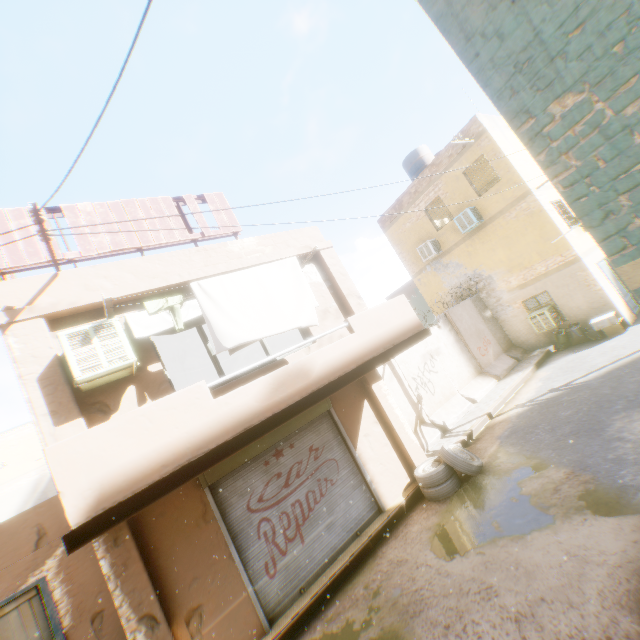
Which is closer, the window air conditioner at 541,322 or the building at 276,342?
the building at 276,342

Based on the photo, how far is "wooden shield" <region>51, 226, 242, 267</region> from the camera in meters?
5.8

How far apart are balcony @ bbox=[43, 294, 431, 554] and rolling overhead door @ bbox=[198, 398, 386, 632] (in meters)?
0.02

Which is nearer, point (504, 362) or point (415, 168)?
point (504, 362)

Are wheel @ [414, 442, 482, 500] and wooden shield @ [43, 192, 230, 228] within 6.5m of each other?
yes

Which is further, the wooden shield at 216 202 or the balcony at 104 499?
the wooden shield at 216 202

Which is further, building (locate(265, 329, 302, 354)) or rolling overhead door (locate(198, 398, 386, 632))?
building (locate(265, 329, 302, 354))
